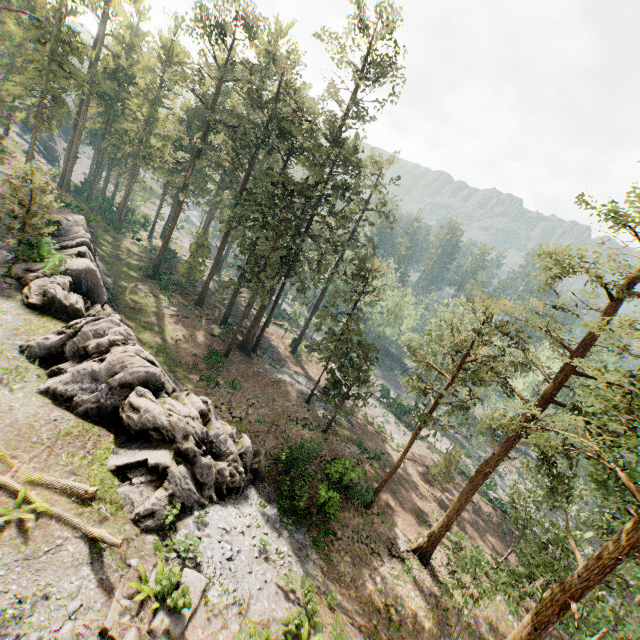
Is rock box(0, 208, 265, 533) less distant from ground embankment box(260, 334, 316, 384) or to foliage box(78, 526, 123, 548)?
foliage box(78, 526, 123, 548)

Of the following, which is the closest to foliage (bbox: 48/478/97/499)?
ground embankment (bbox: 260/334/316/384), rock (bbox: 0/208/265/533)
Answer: ground embankment (bbox: 260/334/316/384)

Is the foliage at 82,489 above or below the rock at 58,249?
above

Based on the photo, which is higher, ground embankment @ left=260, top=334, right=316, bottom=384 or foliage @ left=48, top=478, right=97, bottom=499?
foliage @ left=48, top=478, right=97, bottom=499

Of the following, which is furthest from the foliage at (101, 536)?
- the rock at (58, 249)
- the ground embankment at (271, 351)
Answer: the rock at (58, 249)

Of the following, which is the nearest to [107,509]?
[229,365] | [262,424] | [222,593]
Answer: [222,593]

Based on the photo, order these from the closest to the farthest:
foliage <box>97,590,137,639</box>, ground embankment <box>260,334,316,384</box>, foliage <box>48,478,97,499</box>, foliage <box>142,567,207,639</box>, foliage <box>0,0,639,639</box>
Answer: foliage <box>97,590,137,639</box>, foliage <box>142,567,207,639</box>, foliage <box>48,478,97,499</box>, foliage <box>0,0,639,639</box>, ground embankment <box>260,334,316,384</box>
